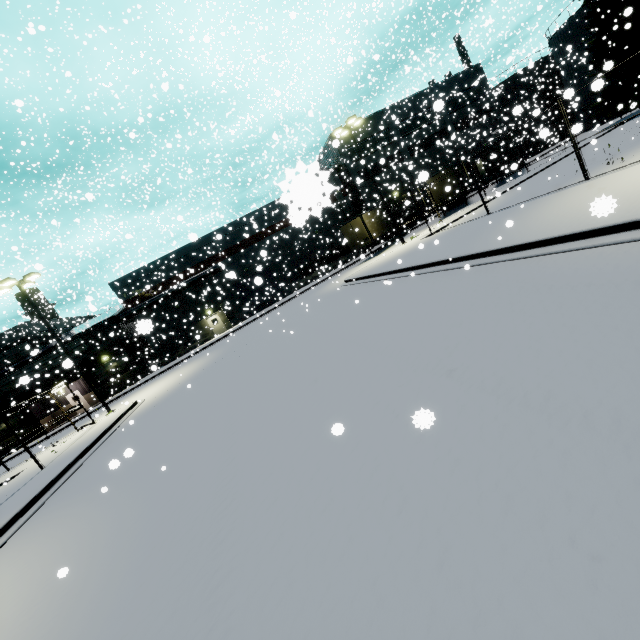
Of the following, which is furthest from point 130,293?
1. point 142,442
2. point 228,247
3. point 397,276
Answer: point 397,276

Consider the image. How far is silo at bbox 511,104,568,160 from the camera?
31.5 meters

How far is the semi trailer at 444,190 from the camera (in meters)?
28.33

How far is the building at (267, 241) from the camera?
22.1 meters

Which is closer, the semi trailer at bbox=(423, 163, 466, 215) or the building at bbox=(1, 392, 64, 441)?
the semi trailer at bbox=(423, 163, 466, 215)

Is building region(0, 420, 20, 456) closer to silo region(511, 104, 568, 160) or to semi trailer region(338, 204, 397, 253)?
silo region(511, 104, 568, 160)

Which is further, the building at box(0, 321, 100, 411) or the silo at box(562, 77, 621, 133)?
Result: the building at box(0, 321, 100, 411)
